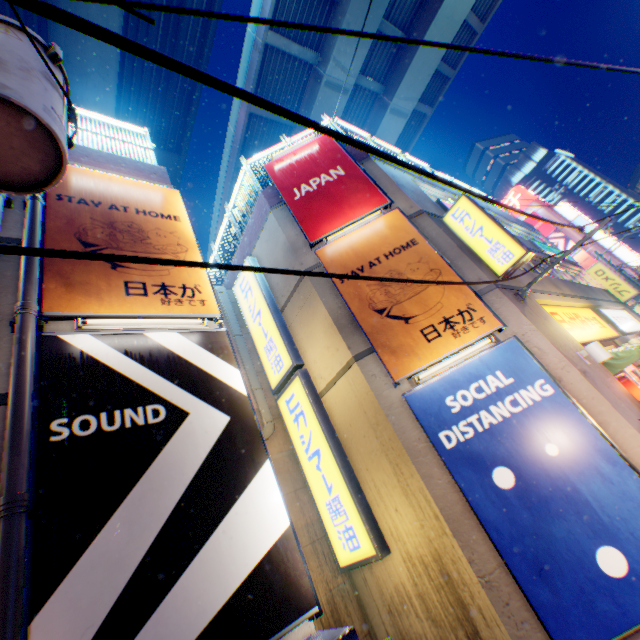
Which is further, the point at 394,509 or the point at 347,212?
the point at 347,212

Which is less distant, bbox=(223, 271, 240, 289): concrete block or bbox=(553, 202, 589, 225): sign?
bbox=(223, 271, 240, 289): concrete block

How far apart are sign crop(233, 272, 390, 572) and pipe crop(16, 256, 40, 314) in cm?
563

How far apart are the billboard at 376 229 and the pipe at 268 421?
4.0m

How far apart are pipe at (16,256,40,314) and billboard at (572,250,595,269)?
56.25m

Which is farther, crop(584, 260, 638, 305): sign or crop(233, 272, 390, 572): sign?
crop(584, 260, 638, 305): sign

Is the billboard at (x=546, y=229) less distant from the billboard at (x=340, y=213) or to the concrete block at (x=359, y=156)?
the concrete block at (x=359, y=156)

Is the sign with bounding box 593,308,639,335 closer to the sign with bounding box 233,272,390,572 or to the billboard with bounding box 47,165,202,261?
the sign with bounding box 233,272,390,572
